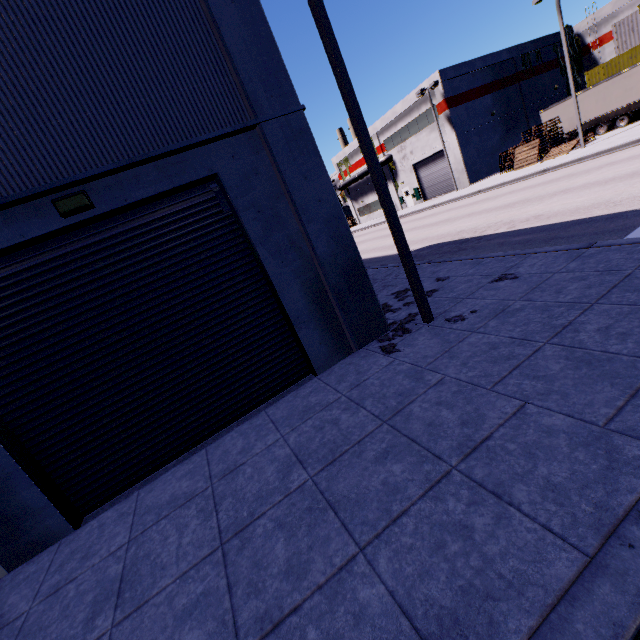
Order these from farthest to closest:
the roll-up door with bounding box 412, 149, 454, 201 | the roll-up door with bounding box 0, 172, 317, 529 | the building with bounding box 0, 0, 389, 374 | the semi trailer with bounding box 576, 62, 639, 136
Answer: the roll-up door with bounding box 412, 149, 454, 201 < the semi trailer with bounding box 576, 62, 639, 136 < the roll-up door with bounding box 0, 172, 317, 529 < the building with bounding box 0, 0, 389, 374

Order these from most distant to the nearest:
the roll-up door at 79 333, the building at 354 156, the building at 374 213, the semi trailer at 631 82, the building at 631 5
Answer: the building at 374 213
the building at 354 156
the building at 631 5
the semi trailer at 631 82
the roll-up door at 79 333

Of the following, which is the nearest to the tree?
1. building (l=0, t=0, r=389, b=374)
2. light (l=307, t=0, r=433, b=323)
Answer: building (l=0, t=0, r=389, b=374)

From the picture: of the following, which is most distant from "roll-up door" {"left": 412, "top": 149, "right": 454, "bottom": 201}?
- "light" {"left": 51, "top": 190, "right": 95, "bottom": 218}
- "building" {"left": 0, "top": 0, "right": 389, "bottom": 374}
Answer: "light" {"left": 51, "top": 190, "right": 95, "bottom": 218}

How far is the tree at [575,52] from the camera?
36.69m

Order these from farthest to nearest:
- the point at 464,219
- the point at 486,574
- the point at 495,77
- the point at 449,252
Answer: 1. the point at 495,77
2. the point at 464,219
3. the point at 449,252
4. the point at 486,574

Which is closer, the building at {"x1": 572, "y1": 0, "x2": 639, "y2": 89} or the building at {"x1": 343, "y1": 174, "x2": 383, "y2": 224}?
the building at {"x1": 572, "y1": 0, "x2": 639, "y2": 89}
